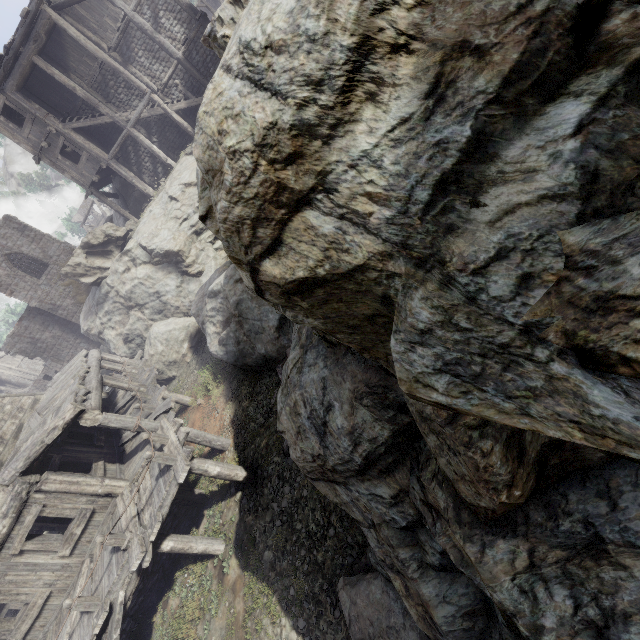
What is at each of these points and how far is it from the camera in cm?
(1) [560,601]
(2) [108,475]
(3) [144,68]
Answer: (1) rock, 218
(2) building, 1067
(3) building, 1941

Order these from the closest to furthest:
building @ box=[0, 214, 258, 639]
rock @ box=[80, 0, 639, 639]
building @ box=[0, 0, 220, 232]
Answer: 1. rock @ box=[80, 0, 639, 639]
2. building @ box=[0, 214, 258, 639]
3. building @ box=[0, 0, 220, 232]

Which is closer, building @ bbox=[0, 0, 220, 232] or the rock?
the rock

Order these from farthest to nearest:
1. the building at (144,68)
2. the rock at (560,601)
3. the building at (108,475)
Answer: the building at (144,68), the building at (108,475), the rock at (560,601)

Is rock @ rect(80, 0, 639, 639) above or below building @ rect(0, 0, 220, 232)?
below

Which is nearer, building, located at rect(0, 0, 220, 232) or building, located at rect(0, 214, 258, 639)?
building, located at rect(0, 214, 258, 639)

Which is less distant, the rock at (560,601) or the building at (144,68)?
the rock at (560,601)
